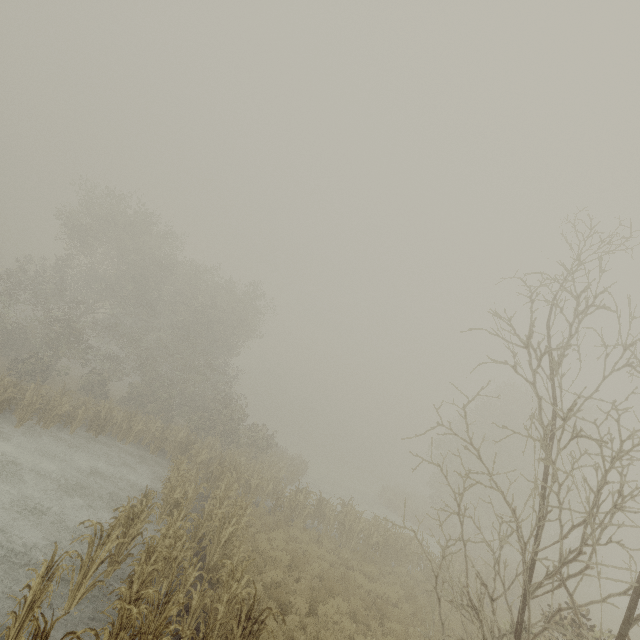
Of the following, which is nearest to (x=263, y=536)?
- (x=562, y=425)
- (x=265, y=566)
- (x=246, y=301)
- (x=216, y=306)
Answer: (x=265, y=566)
